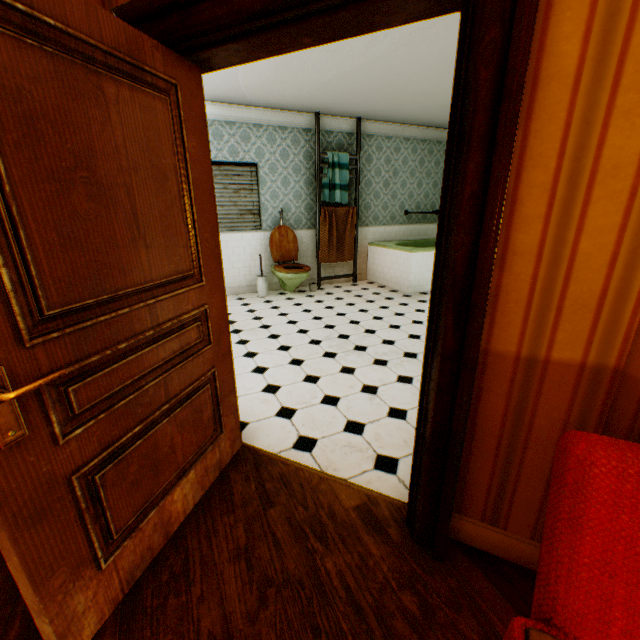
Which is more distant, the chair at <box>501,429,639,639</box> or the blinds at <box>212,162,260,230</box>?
the blinds at <box>212,162,260,230</box>

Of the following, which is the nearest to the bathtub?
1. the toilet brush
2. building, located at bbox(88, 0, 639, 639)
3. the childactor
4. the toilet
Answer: building, located at bbox(88, 0, 639, 639)

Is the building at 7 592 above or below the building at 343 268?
below

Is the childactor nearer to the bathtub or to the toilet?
the toilet

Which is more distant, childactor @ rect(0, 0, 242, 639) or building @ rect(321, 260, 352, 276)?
building @ rect(321, 260, 352, 276)

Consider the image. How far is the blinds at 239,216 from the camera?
5.6m

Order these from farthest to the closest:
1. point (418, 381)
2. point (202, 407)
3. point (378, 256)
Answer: point (378, 256) < point (418, 381) < point (202, 407)

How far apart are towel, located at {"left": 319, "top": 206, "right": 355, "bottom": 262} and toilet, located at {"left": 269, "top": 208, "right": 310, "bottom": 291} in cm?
45
